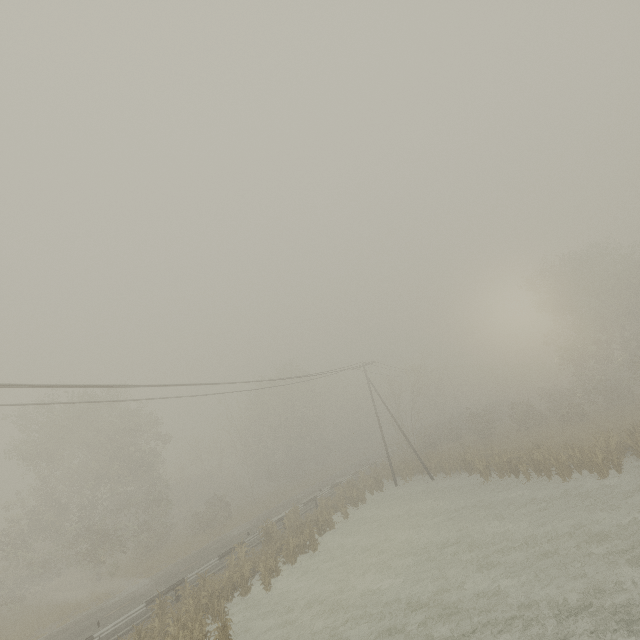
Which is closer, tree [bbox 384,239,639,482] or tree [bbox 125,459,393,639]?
tree [bbox 125,459,393,639]

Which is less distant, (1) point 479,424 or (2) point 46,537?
(2) point 46,537

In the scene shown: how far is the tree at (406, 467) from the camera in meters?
32.0

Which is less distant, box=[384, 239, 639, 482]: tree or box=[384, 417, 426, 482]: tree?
box=[384, 239, 639, 482]: tree

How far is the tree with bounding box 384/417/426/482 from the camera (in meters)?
31.97

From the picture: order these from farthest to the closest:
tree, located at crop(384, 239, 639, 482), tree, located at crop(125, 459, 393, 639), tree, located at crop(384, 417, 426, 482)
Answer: tree, located at crop(384, 417, 426, 482), tree, located at crop(384, 239, 639, 482), tree, located at crop(125, 459, 393, 639)

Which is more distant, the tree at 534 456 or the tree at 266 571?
the tree at 534 456
